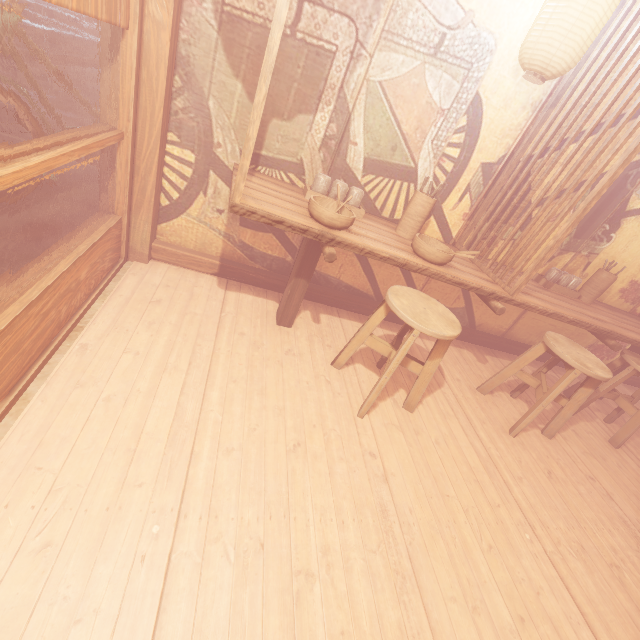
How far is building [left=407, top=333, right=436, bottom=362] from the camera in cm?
529

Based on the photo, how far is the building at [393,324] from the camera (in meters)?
5.37

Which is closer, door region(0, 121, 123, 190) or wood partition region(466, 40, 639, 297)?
door region(0, 121, 123, 190)

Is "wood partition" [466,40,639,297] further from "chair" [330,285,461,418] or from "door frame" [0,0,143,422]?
"door frame" [0,0,143,422]

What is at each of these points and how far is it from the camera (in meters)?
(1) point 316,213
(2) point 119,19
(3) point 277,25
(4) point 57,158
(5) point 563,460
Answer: (1) tableware, 3.29
(2) door, 2.76
(3) wood partition, 2.25
(4) door, 2.36
(5) building, 4.53

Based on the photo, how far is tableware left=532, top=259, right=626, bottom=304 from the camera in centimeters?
536cm

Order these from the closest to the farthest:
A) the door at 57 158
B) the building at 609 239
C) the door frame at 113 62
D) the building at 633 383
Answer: the door at 57 158 → the door frame at 113 62 → the building at 609 239 → the building at 633 383

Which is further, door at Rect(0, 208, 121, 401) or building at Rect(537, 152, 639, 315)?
building at Rect(537, 152, 639, 315)
